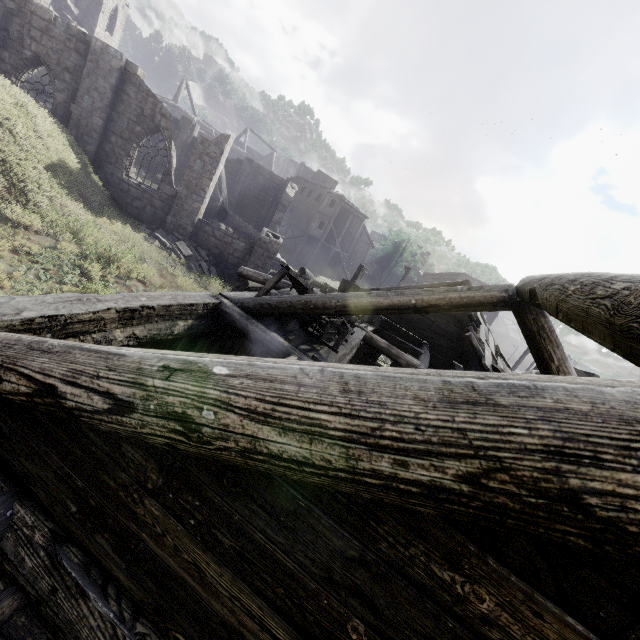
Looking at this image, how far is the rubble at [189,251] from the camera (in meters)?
15.92

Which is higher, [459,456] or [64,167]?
[459,456]

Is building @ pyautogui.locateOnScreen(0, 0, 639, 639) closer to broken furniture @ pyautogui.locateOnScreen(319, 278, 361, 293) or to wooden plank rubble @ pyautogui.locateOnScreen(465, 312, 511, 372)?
wooden plank rubble @ pyautogui.locateOnScreen(465, 312, 511, 372)

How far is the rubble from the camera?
15.9m

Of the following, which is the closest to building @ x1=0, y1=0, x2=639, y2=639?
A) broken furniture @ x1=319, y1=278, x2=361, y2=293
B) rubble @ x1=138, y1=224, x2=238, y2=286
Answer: rubble @ x1=138, y1=224, x2=238, y2=286

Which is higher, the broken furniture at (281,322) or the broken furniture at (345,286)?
the broken furniture at (345,286)

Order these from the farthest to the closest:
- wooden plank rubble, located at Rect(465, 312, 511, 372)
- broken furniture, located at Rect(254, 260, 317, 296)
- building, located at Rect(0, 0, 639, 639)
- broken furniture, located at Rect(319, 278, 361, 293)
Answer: broken furniture, located at Rect(319, 278, 361, 293)
wooden plank rubble, located at Rect(465, 312, 511, 372)
broken furniture, located at Rect(254, 260, 317, 296)
building, located at Rect(0, 0, 639, 639)

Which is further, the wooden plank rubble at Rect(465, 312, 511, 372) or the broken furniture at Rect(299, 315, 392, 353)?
the wooden plank rubble at Rect(465, 312, 511, 372)
